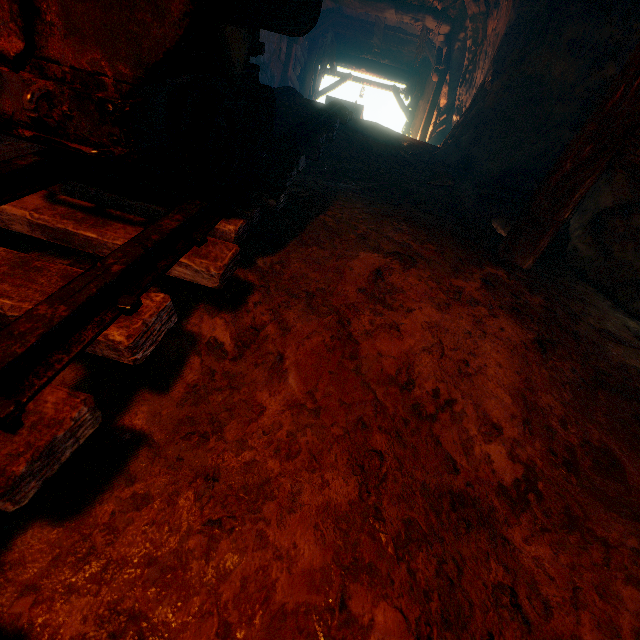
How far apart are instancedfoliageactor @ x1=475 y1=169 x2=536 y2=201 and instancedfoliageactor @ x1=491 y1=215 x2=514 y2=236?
0.5 meters

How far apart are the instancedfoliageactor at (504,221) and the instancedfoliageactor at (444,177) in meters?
0.9

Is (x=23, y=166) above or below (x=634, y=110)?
below

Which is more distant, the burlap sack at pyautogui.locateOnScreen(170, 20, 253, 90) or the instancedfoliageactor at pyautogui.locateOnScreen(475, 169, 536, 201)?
the instancedfoliageactor at pyautogui.locateOnScreen(475, 169, 536, 201)

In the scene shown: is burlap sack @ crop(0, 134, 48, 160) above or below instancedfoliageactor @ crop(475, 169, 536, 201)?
below

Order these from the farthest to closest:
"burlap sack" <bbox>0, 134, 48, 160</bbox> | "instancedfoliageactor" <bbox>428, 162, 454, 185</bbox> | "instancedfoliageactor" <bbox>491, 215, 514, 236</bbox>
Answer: "instancedfoliageactor" <bbox>428, 162, 454, 185</bbox> → "instancedfoliageactor" <bbox>491, 215, 514, 236</bbox> → "burlap sack" <bbox>0, 134, 48, 160</bbox>

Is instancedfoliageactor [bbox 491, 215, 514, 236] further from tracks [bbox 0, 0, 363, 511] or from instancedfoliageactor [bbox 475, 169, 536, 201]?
tracks [bbox 0, 0, 363, 511]

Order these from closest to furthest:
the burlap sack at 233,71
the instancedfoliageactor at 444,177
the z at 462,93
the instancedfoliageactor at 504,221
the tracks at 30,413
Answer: the tracks at 30,413 < the burlap sack at 233,71 < the instancedfoliageactor at 504,221 < the instancedfoliageactor at 444,177 < the z at 462,93
